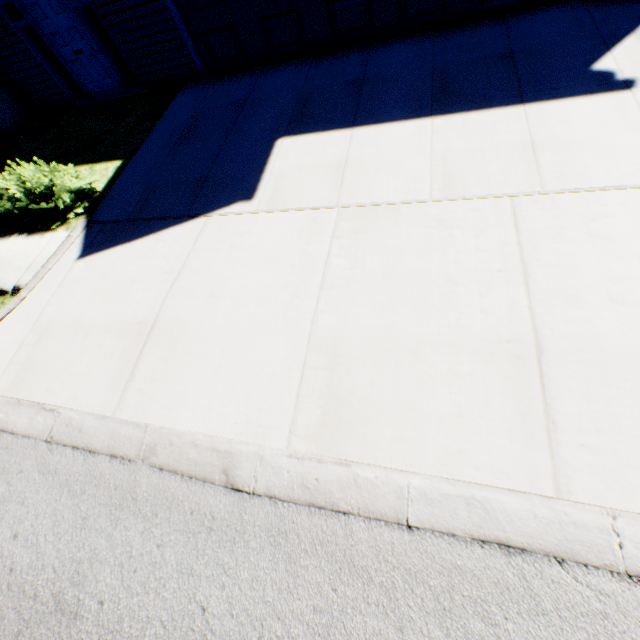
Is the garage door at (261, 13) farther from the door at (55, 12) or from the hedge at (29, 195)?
the hedge at (29, 195)

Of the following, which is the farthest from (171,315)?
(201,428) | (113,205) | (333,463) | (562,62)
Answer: (562,62)

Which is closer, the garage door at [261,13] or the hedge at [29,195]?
the hedge at [29,195]

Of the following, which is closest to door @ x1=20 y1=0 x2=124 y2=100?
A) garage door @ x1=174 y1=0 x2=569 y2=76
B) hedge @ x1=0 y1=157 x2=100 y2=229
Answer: garage door @ x1=174 y1=0 x2=569 y2=76

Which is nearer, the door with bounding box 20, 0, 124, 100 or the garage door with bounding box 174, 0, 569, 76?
the garage door with bounding box 174, 0, 569, 76

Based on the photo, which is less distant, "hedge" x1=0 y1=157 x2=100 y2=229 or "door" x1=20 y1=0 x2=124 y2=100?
"hedge" x1=0 y1=157 x2=100 y2=229

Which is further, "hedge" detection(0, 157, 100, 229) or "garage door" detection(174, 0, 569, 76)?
"garage door" detection(174, 0, 569, 76)
